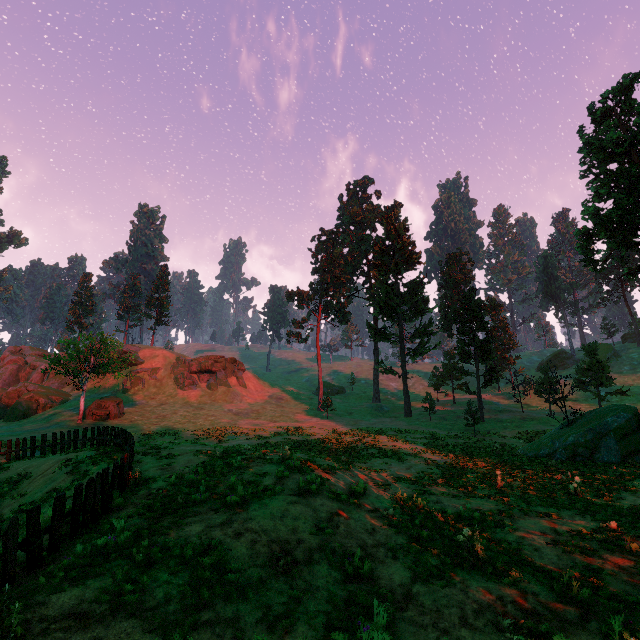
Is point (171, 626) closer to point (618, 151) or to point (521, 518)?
point (521, 518)

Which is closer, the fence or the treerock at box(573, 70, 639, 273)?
the fence

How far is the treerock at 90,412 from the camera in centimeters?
3484cm

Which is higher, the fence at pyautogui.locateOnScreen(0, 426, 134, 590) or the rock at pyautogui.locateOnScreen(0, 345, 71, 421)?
the rock at pyautogui.locateOnScreen(0, 345, 71, 421)

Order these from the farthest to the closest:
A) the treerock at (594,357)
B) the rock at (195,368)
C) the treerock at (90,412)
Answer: the rock at (195,368)
the treerock at (90,412)
the treerock at (594,357)

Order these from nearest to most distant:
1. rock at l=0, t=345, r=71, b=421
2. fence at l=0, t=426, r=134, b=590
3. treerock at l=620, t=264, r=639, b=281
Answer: fence at l=0, t=426, r=134, b=590, treerock at l=620, t=264, r=639, b=281, rock at l=0, t=345, r=71, b=421

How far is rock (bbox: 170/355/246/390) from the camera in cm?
5150

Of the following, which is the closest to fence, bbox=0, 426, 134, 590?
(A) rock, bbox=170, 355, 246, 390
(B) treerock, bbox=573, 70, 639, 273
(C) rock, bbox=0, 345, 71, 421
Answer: (B) treerock, bbox=573, 70, 639, 273
